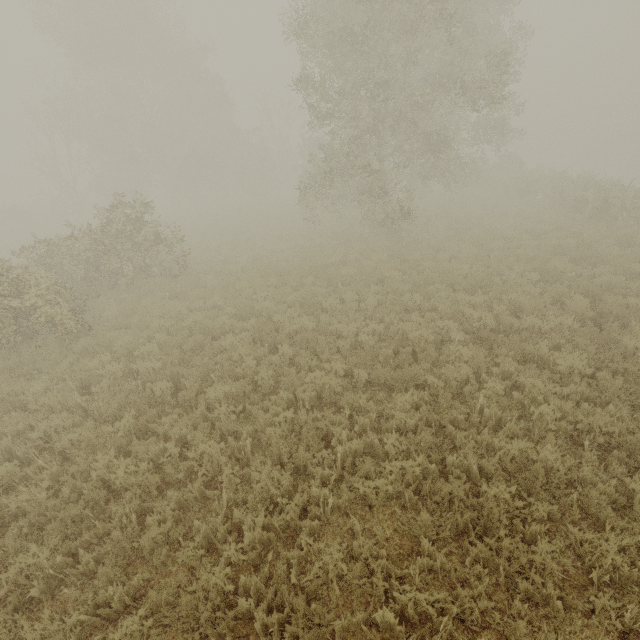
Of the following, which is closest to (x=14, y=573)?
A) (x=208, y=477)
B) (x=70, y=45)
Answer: (x=208, y=477)
